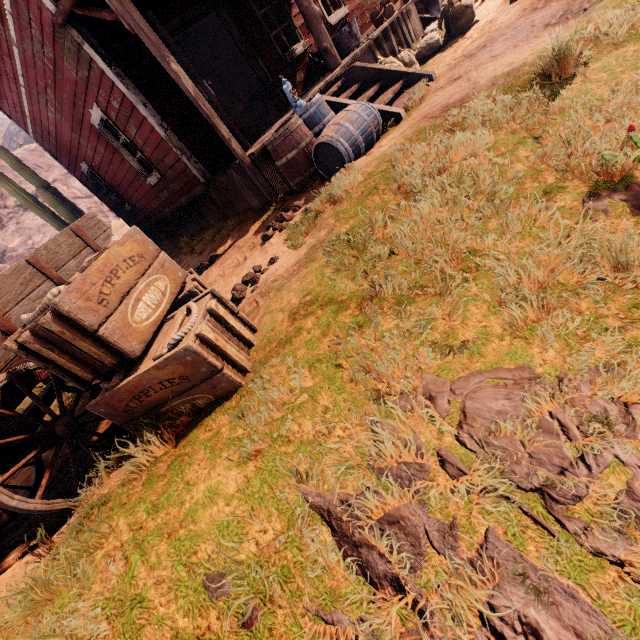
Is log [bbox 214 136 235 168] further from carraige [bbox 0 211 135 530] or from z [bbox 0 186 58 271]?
Answer: carraige [bbox 0 211 135 530]

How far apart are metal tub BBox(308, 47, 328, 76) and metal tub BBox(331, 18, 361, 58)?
0.2m

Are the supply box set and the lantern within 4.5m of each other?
no

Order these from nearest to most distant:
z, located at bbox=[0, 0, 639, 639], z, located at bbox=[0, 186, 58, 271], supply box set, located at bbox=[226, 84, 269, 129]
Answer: z, located at bbox=[0, 0, 639, 639] < supply box set, located at bbox=[226, 84, 269, 129] < z, located at bbox=[0, 186, 58, 271]

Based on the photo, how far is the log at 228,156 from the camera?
6.3 meters

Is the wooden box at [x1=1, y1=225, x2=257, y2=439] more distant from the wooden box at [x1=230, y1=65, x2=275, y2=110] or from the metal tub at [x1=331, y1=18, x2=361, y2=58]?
the wooden box at [x1=230, y1=65, x2=275, y2=110]

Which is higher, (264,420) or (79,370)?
(79,370)

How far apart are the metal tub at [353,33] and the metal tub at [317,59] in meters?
0.2
